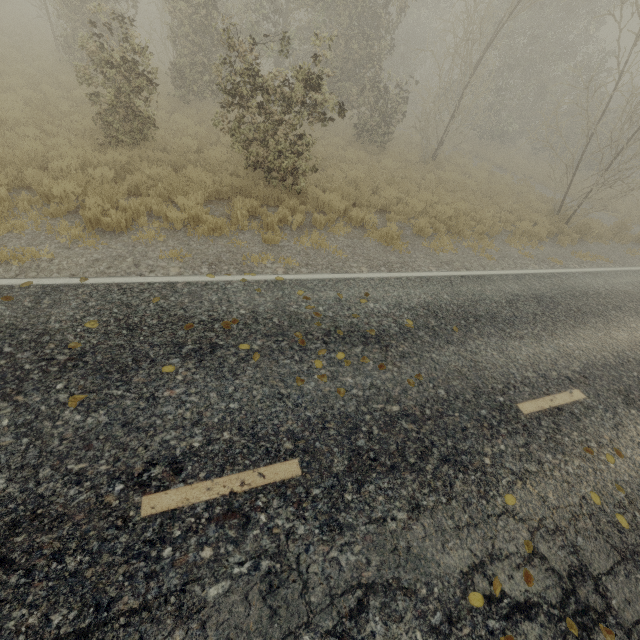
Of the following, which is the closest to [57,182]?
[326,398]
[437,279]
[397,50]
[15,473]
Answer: [15,473]
